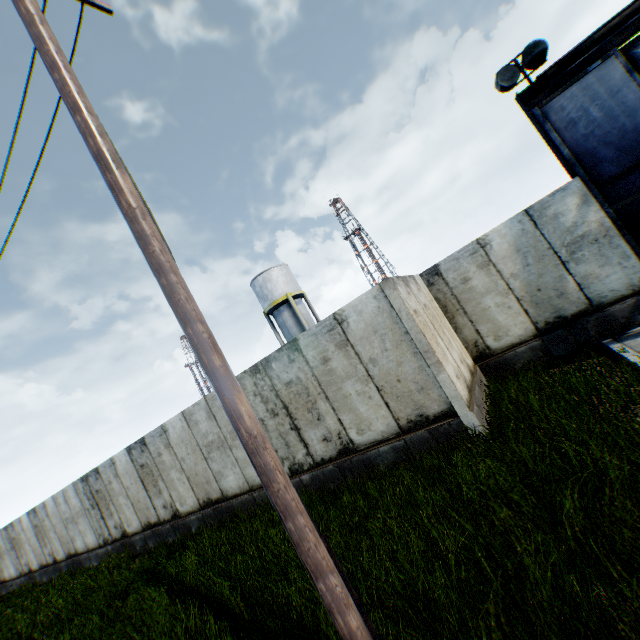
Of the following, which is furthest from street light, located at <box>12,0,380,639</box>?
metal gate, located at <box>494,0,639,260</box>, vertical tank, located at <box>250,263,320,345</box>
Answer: vertical tank, located at <box>250,263,320,345</box>

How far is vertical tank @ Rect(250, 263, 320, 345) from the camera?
28.8m

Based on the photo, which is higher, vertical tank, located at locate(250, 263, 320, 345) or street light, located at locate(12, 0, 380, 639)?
vertical tank, located at locate(250, 263, 320, 345)

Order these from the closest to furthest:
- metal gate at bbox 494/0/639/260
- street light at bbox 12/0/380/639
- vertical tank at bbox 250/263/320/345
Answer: street light at bbox 12/0/380/639, metal gate at bbox 494/0/639/260, vertical tank at bbox 250/263/320/345

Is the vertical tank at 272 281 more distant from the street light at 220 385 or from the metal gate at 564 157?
the street light at 220 385

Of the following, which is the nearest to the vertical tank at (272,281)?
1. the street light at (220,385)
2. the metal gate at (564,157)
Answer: the metal gate at (564,157)

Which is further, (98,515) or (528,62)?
(98,515)

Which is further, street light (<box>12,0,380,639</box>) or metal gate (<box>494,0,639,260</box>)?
metal gate (<box>494,0,639,260</box>)
